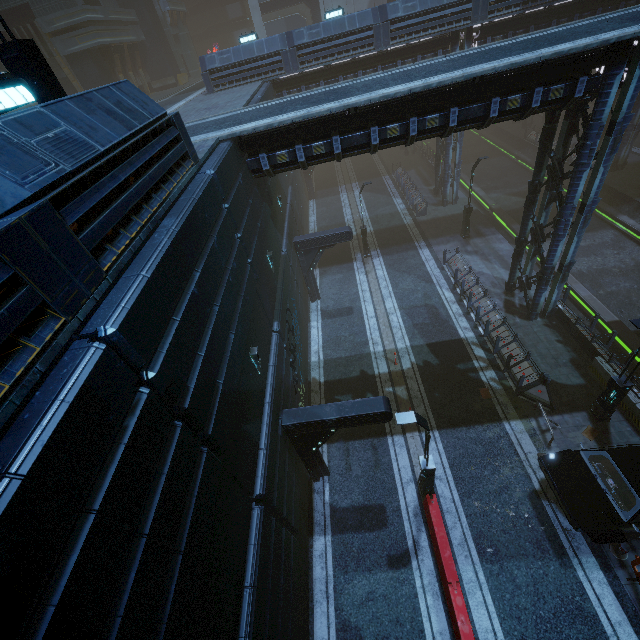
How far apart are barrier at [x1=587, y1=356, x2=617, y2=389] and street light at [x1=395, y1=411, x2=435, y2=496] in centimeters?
825cm

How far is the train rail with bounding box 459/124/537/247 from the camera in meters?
27.0 m

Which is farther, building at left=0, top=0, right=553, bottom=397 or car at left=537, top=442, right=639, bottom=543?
car at left=537, top=442, right=639, bottom=543

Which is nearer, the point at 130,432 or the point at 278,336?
the point at 130,432

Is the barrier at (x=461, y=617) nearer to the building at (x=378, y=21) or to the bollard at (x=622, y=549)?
the building at (x=378, y=21)

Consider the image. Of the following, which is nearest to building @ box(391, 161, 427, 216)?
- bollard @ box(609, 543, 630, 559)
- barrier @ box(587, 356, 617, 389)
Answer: barrier @ box(587, 356, 617, 389)

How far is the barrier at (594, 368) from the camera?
13.8 meters

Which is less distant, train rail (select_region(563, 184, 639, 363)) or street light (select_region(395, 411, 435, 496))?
street light (select_region(395, 411, 435, 496))
